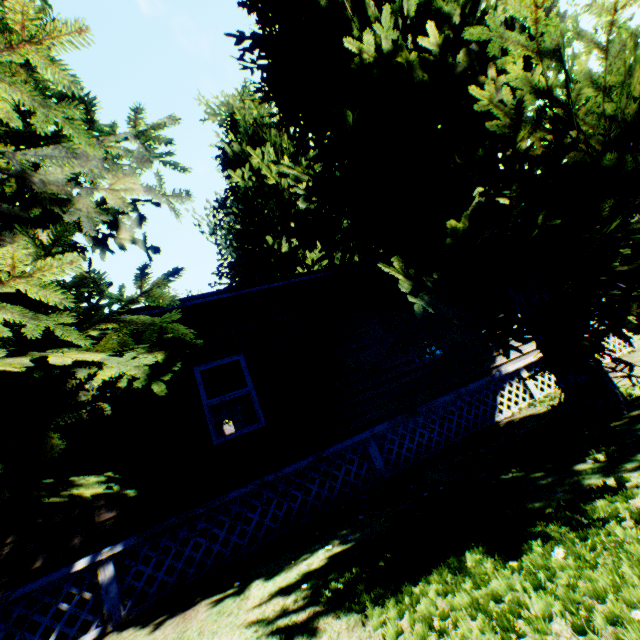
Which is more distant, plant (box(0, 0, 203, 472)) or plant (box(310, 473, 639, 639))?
plant (box(0, 0, 203, 472))

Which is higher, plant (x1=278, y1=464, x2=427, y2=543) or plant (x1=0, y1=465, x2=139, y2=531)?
plant (x1=0, y1=465, x2=139, y2=531)

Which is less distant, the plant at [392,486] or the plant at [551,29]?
the plant at [551,29]

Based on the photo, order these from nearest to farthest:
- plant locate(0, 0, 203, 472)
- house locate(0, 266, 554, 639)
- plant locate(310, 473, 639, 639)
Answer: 1. plant locate(310, 473, 639, 639)
2. plant locate(0, 0, 203, 472)
3. house locate(0, 266, 554, 639)

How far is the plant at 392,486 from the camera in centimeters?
527cm

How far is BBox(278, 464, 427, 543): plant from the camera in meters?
5.3 m

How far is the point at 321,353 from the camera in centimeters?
744cm
